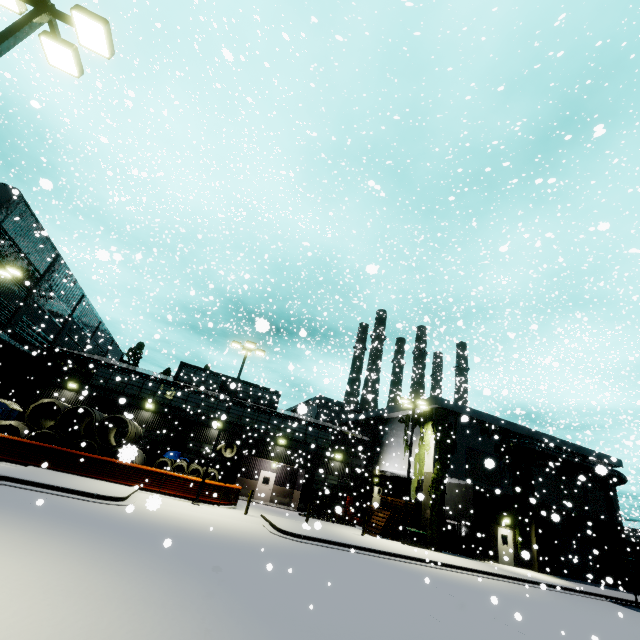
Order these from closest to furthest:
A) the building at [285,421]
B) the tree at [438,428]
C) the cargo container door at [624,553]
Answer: the cargo container door at [624,553] < the tree at [438,428] < the building at [285,421]

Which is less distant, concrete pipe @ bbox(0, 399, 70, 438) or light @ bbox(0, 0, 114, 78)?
light @ bbox(0, 0, 114, 78)

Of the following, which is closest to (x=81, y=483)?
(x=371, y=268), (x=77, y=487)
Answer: (x=77, y=487)

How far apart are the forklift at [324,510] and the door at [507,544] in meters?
12.7

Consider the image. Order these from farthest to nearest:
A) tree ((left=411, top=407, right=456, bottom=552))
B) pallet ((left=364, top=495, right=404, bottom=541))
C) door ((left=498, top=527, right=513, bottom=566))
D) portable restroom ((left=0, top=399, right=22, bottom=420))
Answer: door ((left=498, top=527, right=513, bottom=566))
pallet ((left=364, top=495, right=404, bottom=541))
tree ((left=411, top=407, right=456, bottom=552))
portable restroom ((left=0, top=399, right=22, bottom=420))

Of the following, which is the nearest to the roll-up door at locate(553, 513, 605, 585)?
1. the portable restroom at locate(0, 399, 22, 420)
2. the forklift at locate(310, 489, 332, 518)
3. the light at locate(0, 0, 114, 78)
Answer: the forklift at locate(310, 489, 332, 518)

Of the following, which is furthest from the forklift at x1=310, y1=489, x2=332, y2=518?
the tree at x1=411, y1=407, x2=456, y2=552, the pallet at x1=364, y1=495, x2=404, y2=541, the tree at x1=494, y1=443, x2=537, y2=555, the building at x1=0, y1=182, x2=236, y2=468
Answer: the tree at x1=494, y1=443, x2=537, y2=555

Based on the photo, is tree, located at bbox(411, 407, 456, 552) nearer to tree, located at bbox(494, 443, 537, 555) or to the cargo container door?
tree, located at bbox(494, 443, 537, 555)
